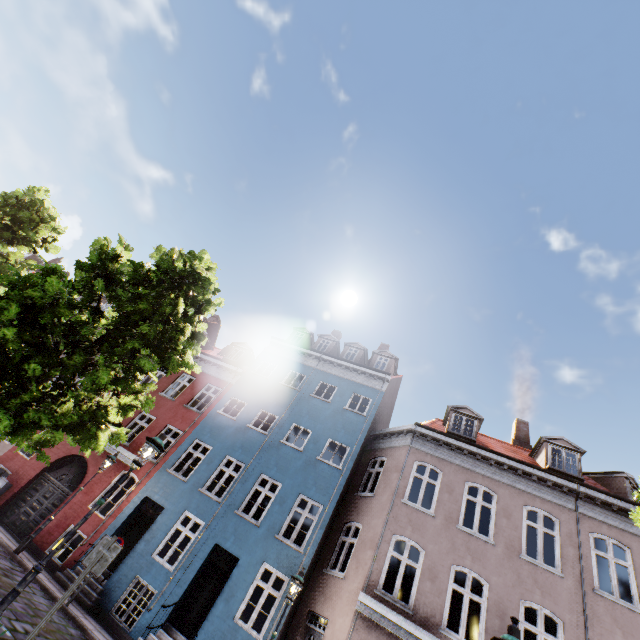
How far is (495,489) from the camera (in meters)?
12.36

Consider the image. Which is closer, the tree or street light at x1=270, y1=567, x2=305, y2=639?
the tree

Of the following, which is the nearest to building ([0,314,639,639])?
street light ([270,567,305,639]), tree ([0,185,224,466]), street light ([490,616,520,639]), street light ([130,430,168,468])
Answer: street light ([270,567,305,639])

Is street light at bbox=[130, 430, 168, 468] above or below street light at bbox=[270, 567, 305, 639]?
below

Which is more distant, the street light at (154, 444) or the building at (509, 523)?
the building at (509, 523)

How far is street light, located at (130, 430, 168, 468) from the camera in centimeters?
670cm

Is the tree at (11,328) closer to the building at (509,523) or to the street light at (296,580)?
the building at (509,523)

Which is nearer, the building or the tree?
the tree
